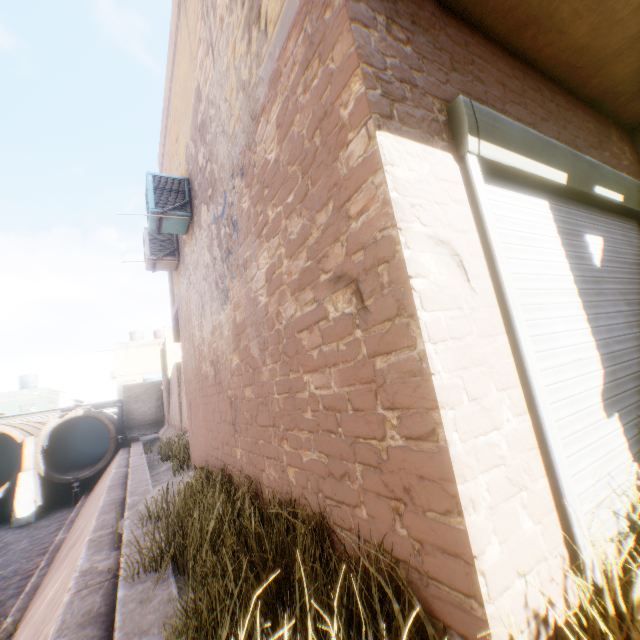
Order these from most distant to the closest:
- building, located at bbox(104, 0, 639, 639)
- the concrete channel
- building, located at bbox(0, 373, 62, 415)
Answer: building, located at bbox(0, 373, 62, 415) < the concrete channel < building, located at bbox(104, 0, 639, 639)

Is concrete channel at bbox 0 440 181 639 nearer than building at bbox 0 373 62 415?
Yes

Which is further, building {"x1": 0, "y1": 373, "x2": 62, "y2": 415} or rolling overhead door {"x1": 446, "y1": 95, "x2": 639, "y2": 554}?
building {"x1": 0, "y1": 373, "x2": 62, "y2": 415}

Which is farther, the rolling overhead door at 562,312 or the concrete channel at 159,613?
the concrete channel at 159,613

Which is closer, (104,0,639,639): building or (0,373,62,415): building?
(104,0,639,639): building

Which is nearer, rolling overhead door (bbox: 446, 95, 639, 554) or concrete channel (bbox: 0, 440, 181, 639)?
rolling overhead door (bbox: 446, 95, 639, 554)

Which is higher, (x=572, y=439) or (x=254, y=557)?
(x=572, y=439)

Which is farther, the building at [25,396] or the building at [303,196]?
the building at [25,396]
